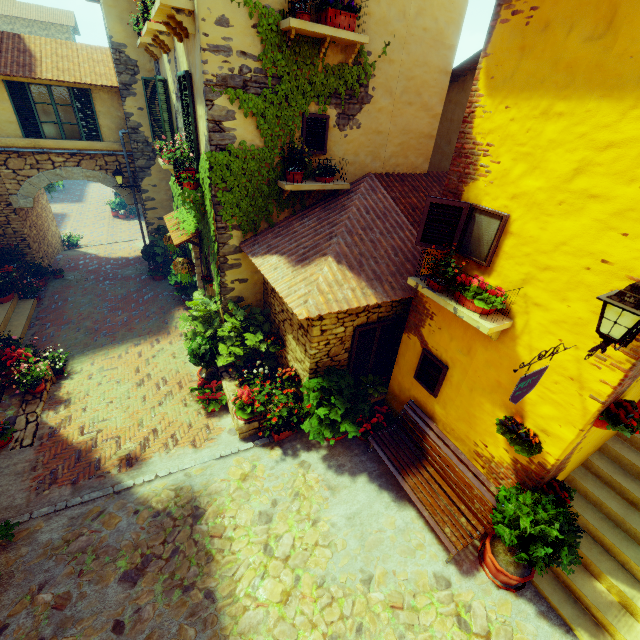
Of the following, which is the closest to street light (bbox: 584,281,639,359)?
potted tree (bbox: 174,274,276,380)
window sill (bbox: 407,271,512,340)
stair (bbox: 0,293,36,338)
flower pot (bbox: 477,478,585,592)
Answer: window sill (bbox: 407,271,512,340)

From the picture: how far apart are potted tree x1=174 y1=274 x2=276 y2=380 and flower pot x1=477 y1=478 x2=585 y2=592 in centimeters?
571cm

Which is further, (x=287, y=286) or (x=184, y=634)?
(x=287, y=286)

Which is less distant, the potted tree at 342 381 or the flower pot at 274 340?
the potted tree at 342 381

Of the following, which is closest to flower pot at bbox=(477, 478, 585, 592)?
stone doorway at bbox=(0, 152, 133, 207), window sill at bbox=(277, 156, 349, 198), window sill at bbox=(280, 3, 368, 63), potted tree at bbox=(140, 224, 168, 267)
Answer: window sill at bbox=(277, 156, 349, 198)

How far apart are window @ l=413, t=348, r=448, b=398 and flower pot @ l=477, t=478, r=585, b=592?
1.6 meters

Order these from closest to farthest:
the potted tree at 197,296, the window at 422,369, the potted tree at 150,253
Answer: the window at 422,369 → the potted tree at 197,296 → the potted tree at 150,253

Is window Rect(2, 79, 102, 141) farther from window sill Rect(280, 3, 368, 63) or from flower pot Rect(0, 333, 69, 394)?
flower pot Rect(0, 333, 69, 394)
